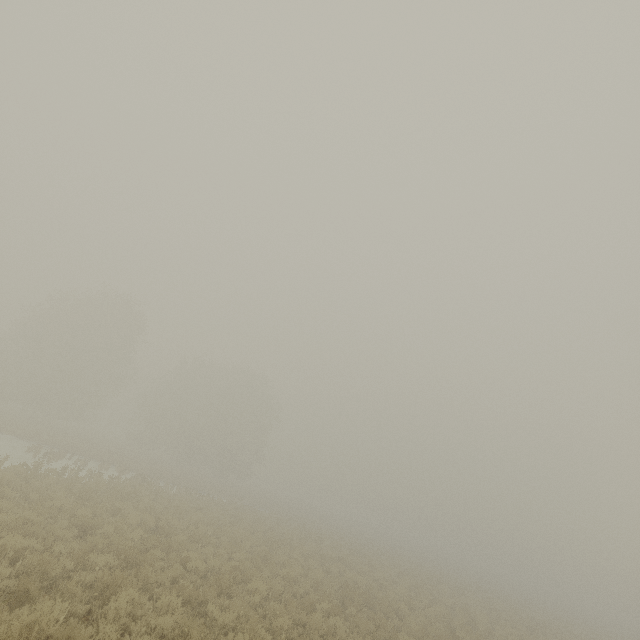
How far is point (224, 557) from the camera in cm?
1315
